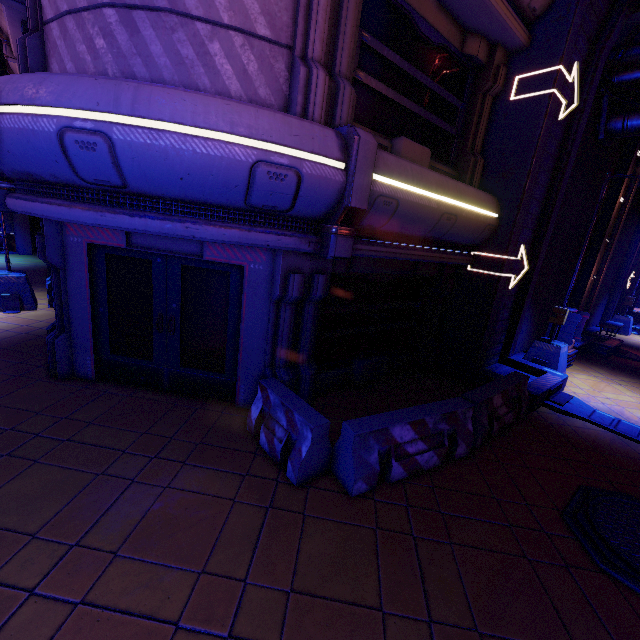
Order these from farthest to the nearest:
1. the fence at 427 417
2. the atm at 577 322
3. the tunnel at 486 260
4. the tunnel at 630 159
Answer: the tunnel at 630 159, the atm at 577 322, the tunnel at 486 260, the fence at 427 417

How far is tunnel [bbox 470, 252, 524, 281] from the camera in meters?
7.6 m

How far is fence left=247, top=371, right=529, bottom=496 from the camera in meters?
4.3

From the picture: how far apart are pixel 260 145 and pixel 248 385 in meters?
3.9

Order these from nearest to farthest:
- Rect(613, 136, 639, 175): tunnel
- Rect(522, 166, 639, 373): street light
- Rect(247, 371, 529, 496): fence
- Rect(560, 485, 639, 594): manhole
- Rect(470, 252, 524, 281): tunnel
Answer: Rect(560, 485, 639, 594): manhole
Rect(247, 371, 529, 496): fence
Rect(470, 252, 524, 281): tunnel
Rect(522, 166, 639, 373): street light
Rect(613, 136, 639, 175): tunnel

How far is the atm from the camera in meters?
10.1

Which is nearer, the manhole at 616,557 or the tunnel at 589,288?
the manhole at 616,557

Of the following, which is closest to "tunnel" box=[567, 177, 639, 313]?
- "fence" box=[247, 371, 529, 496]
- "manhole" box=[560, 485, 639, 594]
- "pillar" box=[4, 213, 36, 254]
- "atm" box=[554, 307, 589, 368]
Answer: "atm" box=[554, 307, 589, 368]
